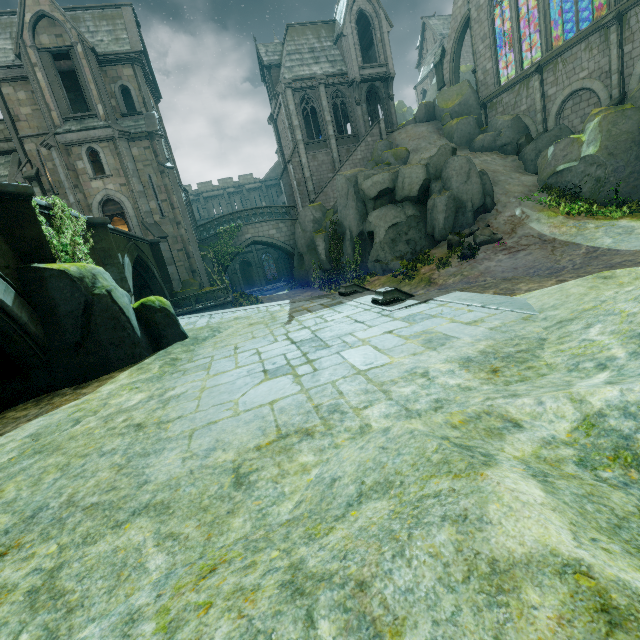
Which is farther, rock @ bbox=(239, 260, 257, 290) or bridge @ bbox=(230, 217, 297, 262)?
rock @ bbox=(239, 260, 257, 290)

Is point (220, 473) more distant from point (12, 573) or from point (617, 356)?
point (617, 356)

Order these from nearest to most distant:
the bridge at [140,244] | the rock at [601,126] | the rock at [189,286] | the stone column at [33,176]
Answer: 1. the bridge at [140,244]
2. the rock at [601,126]
3. the stone column at [33,176]
4. the rock at [189,286]

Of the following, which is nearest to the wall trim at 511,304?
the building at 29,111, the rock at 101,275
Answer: the rock at 101,275

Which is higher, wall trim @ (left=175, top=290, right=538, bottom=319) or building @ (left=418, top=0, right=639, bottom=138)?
building @ (left=418, top=0, right=639, bottom=138)

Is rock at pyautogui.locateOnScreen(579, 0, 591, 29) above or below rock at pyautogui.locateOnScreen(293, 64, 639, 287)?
above

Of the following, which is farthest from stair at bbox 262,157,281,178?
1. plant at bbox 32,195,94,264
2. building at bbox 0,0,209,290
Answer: plant at bbox 32,195,94,264

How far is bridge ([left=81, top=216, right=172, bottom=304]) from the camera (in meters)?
12.48
